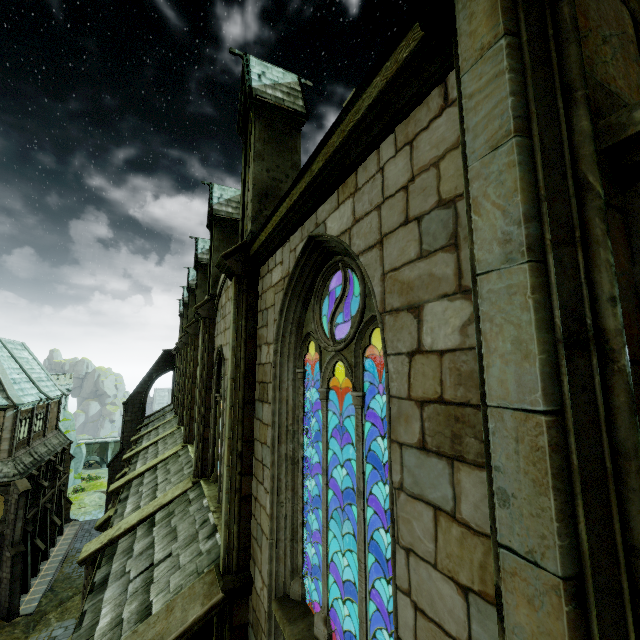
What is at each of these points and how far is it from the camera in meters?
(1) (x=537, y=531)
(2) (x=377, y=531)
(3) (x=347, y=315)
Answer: (1) building, 1.2 m
(2) stone column, 27.2 m
(3) building, 6.4 m

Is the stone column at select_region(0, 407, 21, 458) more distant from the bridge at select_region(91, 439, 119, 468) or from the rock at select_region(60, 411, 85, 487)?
the bridge at select_region(91, 439, 119, 468)

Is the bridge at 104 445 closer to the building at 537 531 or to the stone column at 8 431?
the building at 537 531

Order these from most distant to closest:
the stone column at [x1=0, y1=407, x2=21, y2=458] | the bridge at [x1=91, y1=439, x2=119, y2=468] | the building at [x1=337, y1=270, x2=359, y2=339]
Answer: the bridge at [x1=91, y1=439, x2=119, y2=468] < the stone column at [x1=0, y1=407, x2=21, y2=458] < the building at [x1=337, y1=270, x2=359, y2=339]

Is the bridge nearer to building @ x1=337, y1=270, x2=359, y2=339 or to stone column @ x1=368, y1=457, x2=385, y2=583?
building @ x1=337, y1=270, x2=359, y2=339

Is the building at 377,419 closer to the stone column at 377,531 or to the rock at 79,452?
the stone column at 377,531

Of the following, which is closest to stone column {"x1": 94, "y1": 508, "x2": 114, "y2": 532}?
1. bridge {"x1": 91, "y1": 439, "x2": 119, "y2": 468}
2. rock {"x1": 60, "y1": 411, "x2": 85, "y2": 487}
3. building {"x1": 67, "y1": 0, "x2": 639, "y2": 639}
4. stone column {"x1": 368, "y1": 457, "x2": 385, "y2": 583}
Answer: building {"x1": 67, "y1": 0, "x2": 639, "y2": 639}

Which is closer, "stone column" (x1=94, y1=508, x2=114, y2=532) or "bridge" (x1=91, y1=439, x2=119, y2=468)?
"stone column" (x1=94, y1=508, x2=114, y2=532)
